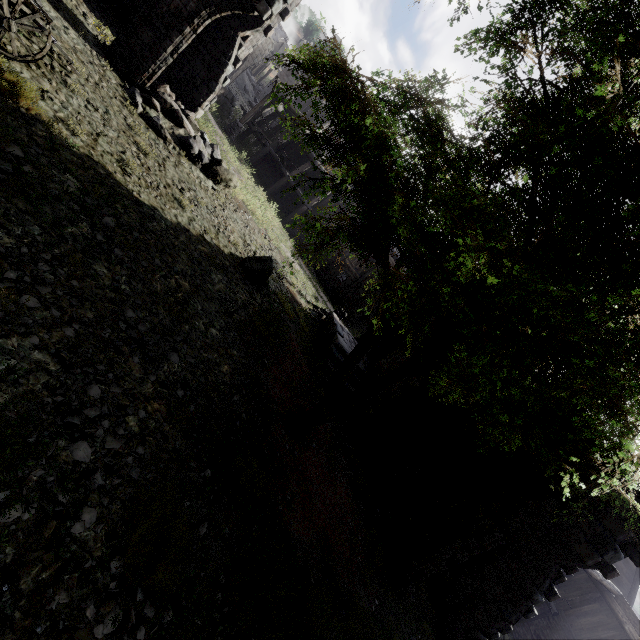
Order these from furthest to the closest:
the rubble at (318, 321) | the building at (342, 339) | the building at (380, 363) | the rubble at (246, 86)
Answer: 1. the rubble at (246, 86)
2. the rubble at (318, 321)
3. the building at (380, 363)
4. the building at (342, 339)

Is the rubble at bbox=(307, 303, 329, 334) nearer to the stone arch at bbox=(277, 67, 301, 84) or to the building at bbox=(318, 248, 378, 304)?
the building at bbox=(318, 248, 378, 304)

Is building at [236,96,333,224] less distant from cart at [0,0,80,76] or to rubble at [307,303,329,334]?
rubble at [307,303,329,334]

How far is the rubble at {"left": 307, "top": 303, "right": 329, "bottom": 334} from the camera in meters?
15.5

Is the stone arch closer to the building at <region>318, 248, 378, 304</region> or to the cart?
the building at <region>318, 248, 378, 304</region>

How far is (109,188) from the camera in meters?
6.8 m

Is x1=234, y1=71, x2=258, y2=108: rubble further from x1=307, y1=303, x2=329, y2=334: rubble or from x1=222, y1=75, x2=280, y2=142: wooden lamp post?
x1=307, y1=303, x2=329, y2=334: rubble

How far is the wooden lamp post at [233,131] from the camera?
20.1 meters
